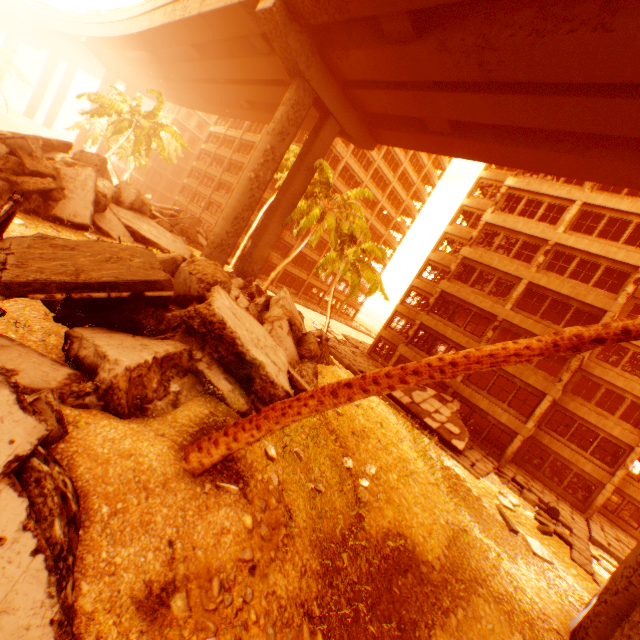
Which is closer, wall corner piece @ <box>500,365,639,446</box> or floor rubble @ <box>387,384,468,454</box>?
floor rubble @ <box>387,384,468,454</box>

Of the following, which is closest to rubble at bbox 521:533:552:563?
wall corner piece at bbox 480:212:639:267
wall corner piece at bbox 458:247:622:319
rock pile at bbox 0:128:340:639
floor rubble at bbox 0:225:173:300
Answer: rock pile at bbox 0:128:340:639

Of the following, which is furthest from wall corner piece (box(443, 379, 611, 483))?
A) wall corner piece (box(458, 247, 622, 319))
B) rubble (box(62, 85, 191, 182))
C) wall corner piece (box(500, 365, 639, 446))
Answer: wall corner piece (box(458, 247, 622, 319))

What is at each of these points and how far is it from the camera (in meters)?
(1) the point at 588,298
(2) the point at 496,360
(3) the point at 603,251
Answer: (1) wall corner piece, 19.64
(2) rubble, 3.83
(3) wall corner piece, 19.77

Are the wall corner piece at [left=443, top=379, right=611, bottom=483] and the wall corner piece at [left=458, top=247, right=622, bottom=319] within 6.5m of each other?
no

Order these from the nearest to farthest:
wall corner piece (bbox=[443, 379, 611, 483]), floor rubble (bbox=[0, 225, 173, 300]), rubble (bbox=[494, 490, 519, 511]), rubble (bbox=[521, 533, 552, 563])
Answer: floor rubble (bbox=[0, 225, 173, 300]) < rubble (bbox=[521, 533, 552, 563]) < rubble (bbox=[494, 490, 519, 511]) < wall corner piece (bbox=[443, 379, 611, 483])

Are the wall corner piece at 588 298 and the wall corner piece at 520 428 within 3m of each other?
no

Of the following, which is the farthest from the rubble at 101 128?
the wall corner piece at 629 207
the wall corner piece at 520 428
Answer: the wall corner piece at 629 207
